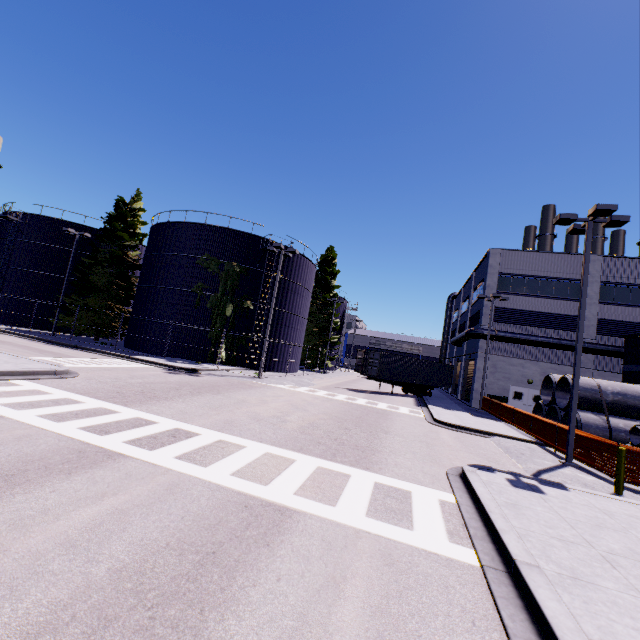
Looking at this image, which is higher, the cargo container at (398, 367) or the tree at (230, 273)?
the tree at (230, 273)

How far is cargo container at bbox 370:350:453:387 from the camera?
28.6 meters

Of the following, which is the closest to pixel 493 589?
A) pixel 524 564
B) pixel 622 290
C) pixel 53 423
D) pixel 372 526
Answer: pixel 524 564

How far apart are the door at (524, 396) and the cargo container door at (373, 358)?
11.93m

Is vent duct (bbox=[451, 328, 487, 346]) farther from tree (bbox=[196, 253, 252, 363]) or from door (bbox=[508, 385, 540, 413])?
door (bbox=[508, 385, 540, 413])

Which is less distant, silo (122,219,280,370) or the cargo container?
silo (122,219,280,370)

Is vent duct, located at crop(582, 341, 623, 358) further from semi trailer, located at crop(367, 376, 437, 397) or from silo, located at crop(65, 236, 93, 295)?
semi trailer, located at crop(367, 376, 437, 397)

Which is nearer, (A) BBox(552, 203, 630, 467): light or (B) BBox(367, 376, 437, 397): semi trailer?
(A) BBox(552, 203, 630, 467): light
